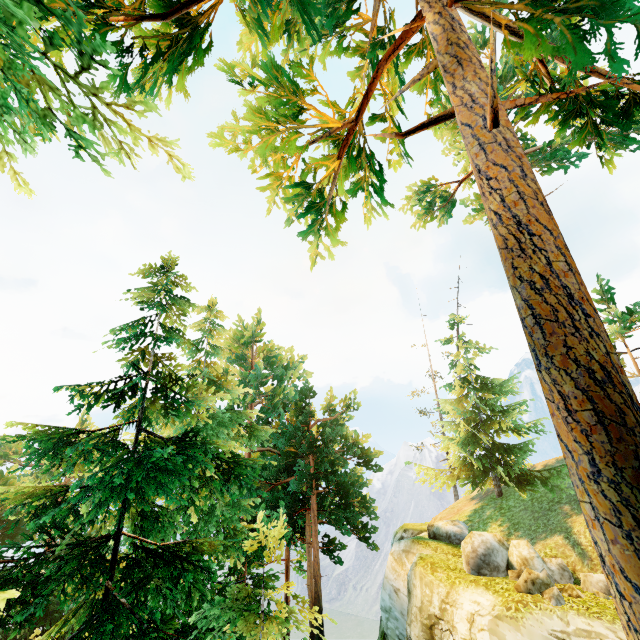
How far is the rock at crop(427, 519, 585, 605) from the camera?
9.7 meters

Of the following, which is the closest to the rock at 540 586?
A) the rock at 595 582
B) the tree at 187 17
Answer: the rock at 595 582

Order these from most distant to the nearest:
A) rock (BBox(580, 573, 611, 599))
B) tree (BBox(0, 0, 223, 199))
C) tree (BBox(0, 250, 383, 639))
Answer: rock (BBox(580, 573, 611, 599)), tree (BBox(0, 250, 383, 639)), tree (BBox(0, 0, 223, 199))

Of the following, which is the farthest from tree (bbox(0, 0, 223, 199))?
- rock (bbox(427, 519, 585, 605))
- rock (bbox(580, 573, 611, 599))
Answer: rock (bbox(580, 573, 611, 599))

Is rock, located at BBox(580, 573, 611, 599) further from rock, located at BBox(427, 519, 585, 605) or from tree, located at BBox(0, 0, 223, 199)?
tree, located at BBox(0, 0, 223, 199)

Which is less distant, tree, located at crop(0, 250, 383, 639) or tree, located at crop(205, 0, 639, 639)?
tree, located at crop(205, 0, 639, 639)

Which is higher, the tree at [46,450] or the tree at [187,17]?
the tree at [187,17]

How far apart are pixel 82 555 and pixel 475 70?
10.3m
